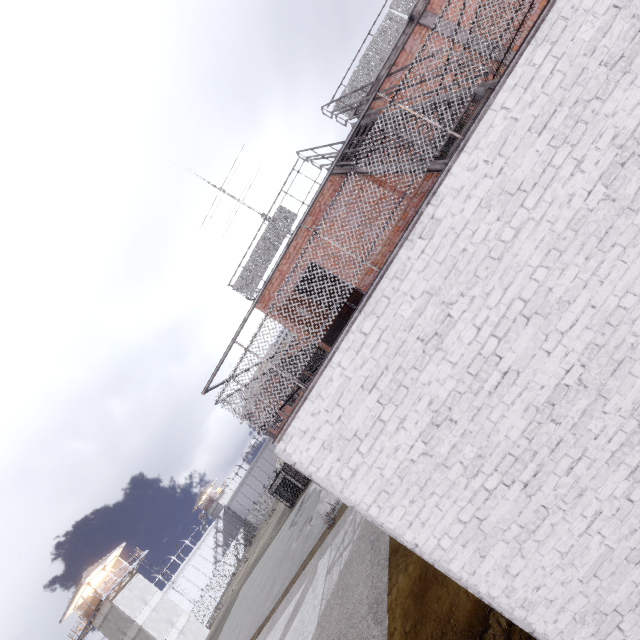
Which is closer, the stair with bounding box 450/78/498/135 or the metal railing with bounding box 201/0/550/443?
the metal railing with bounding box 201/0/550/443

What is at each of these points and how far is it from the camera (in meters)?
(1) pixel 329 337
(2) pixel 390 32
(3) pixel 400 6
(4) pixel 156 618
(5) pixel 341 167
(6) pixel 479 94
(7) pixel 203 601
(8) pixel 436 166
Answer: (1) door, 9.05
(2) metal railing, 8.87
(3) metal railing, 8.79
(4) building, 36.47
(5) stair, 8.14
(6) stair, 5.30
(7) fence, 46.28
(8) stair, 5.42

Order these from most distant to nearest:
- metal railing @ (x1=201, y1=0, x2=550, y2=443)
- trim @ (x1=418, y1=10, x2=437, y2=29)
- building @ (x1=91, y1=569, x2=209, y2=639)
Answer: building @ (x1=91, y1=569, x2=209, y2=639)
trim @ (x1=418, y1=10, x2=437, y2=29)
metal railing @ (x1=201, y1=0, x2=550, y2=443)

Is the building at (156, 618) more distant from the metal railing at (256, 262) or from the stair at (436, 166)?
the stair at (436, 166)

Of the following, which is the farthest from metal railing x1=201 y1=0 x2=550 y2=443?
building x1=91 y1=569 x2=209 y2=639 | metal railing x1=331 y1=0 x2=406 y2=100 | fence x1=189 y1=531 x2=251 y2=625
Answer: building x1=91 y1=569 x2=209 y2=639

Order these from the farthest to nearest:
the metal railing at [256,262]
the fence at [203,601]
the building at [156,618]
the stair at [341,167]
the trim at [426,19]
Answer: the fence at [203,601], the building at [156,618], the trim at [426,19], the stair at [341,167], the metal railing at [256,262]

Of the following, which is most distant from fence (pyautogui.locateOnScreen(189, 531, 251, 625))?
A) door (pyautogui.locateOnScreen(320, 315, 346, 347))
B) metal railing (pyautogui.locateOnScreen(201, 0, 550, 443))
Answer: door (pyautogui.locateOnScreen(320, 315, 346, 347))

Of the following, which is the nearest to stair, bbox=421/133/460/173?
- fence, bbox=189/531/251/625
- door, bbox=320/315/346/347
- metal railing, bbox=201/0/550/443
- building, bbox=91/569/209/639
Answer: metal railing, bbox=201/0/550/443
